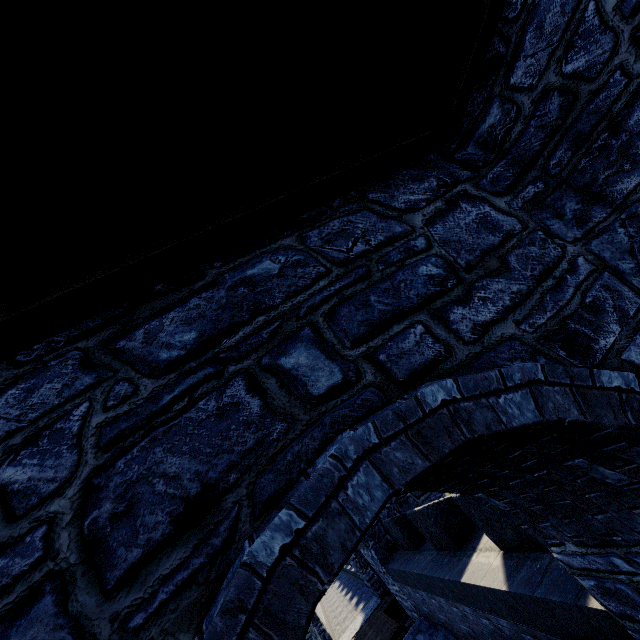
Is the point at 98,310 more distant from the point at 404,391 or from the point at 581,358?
the point at 581,358
